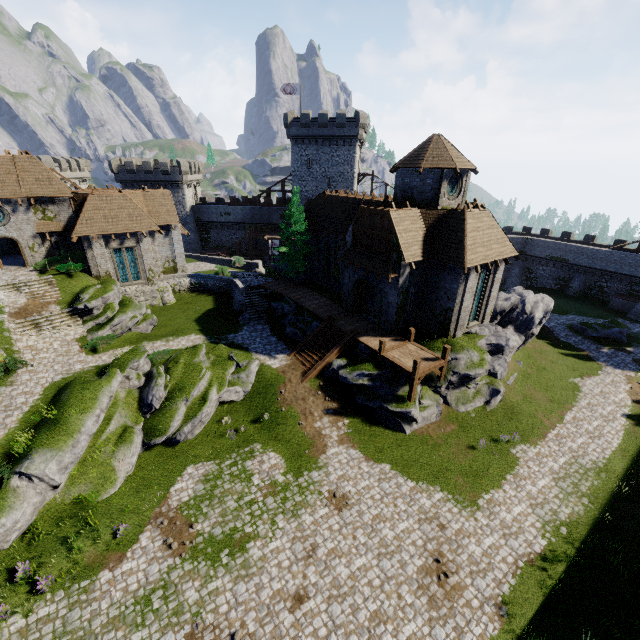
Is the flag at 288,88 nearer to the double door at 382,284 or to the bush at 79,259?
the double door at 382,284

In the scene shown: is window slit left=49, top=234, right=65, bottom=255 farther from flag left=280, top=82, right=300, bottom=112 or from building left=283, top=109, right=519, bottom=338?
flag left=280, top=82, right=300, bottom=112

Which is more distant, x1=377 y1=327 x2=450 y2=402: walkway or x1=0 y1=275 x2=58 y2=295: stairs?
x1=0 y1=275 x2=58 y2=295: stairs

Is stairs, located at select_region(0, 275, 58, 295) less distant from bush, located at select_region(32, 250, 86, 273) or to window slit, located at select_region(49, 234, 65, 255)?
bush, located at select_region(32, 250, 86, 273)

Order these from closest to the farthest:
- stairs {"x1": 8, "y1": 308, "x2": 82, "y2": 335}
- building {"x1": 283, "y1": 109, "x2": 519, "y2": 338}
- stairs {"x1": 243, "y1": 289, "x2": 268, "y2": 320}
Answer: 1. building {"x1": 283, "y1": 109, "x2": 519, "y2": 338}
2. stairs {"x1": 8, "y1": 308, "x2": 82, "y2": 335}
3. stairs {"x1": 243, "y1": 289, "x2": 268, "y2": 320}

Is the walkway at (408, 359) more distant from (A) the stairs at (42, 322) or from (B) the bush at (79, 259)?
(B) the bush at (79, 259)

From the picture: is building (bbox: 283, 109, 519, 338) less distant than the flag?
Yes

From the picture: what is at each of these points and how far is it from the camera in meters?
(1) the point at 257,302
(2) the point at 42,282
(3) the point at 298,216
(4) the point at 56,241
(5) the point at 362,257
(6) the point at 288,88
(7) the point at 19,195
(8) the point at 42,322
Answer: (1) stairs, 32.5
(2) stairs, 27.5
(3) tree, 33.1
(4) window slit, 29.8
(5) awning, 24.9
(6) flag, 45.4
(7) building, 27.1
(8) stairs, 25.0
